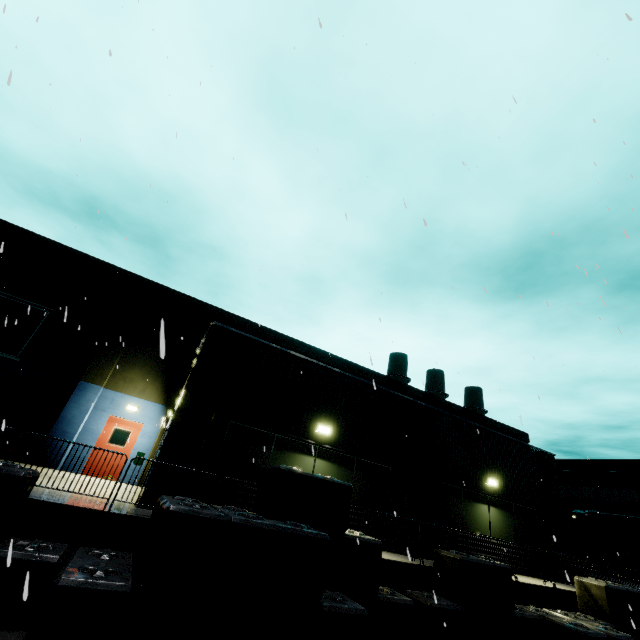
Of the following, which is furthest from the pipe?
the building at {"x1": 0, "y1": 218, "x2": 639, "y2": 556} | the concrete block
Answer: the concrete block

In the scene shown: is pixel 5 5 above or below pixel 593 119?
below

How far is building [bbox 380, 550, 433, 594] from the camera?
8.1m

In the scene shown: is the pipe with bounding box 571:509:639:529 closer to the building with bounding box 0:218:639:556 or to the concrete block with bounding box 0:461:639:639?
the building with bounding box 0:218:639:556

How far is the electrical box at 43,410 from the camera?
13.1m

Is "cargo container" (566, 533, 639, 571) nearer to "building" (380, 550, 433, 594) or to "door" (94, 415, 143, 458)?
"building" (380, 550, 433, 594)

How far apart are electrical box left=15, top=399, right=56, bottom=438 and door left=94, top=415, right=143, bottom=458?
2.1m

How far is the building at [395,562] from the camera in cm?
812
